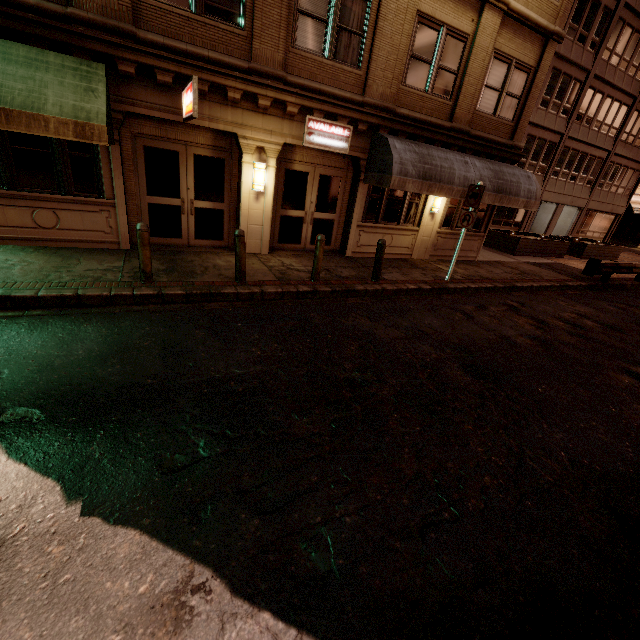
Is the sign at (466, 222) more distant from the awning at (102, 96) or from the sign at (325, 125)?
the awning at (102, 96)

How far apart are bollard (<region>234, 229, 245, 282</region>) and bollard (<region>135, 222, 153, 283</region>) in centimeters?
171cm

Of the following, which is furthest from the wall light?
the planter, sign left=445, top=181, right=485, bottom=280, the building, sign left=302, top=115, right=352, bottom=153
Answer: the planter

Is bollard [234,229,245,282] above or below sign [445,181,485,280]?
below

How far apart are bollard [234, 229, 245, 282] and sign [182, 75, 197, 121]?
2.2m

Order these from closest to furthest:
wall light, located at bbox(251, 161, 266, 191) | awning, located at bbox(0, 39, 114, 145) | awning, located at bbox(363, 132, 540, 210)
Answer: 1. awning, located at bbox(0, 39, 114, 145)
2. wall light, located at bbox(251, 161, 266, 191)
3. awning, located at bbox(363, 132, 540, 210)

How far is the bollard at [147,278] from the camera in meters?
6.3 m

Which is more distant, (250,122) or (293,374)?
(250,122)
